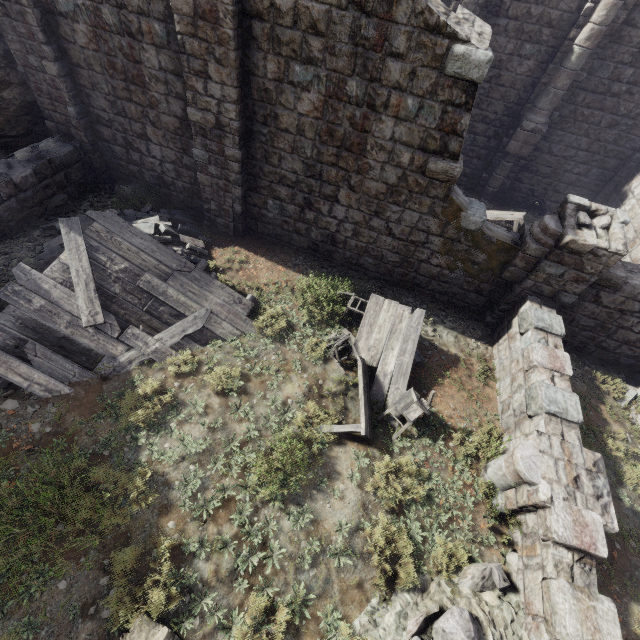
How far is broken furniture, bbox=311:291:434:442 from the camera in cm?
680

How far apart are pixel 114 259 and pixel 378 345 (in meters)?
6.45

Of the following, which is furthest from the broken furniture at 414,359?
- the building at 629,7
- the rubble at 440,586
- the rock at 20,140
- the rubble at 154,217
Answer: the rock at 20,140

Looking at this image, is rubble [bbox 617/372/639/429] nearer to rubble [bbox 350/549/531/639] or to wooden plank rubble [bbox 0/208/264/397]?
rubble [bbox 350/549/531/639]

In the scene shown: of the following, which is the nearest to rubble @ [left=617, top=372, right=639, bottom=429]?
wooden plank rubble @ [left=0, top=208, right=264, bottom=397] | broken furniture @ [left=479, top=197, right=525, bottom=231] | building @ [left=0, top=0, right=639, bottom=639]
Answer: building @ [left=0, top=0, right=639, bottom=639]

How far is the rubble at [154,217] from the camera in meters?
8.7

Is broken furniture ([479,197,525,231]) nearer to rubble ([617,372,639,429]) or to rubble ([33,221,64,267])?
rubble ([617,372,639,429])

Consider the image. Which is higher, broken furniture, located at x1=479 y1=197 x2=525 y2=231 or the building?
the building
